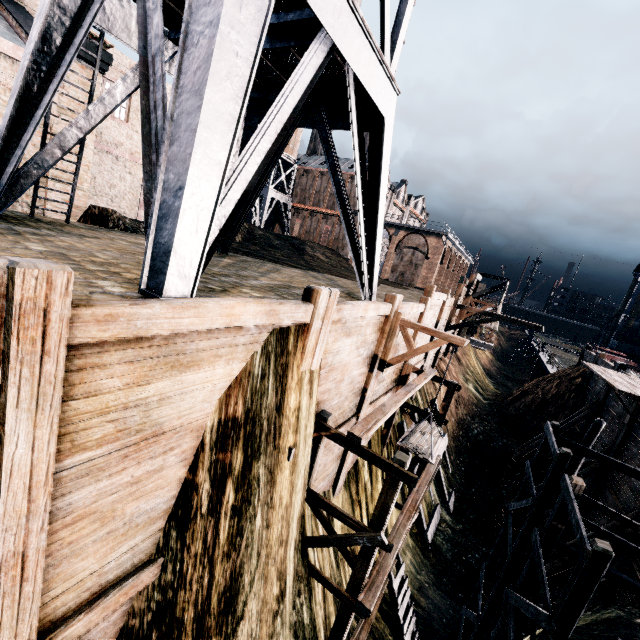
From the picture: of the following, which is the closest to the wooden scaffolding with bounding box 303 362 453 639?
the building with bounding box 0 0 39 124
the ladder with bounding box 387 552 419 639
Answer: the ladder with bounding box 387 552 419 639

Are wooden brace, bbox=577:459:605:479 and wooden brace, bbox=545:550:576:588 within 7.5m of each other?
yes

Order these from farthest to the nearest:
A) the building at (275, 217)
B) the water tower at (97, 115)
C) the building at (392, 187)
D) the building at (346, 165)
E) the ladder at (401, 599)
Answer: the building at (275, 217), the building at (392, 187), the building at (346, 165), the ladder at (401, 599), the water tower at (97, 115)

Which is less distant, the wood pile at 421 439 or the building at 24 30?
the wood pile at 421 439

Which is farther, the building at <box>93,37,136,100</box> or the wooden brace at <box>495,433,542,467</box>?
the wooden brace at <box>495,433,542,467</box>

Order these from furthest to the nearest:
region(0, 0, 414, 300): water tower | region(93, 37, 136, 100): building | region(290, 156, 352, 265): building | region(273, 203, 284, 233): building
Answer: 1. region(273, 203, 284, 233): building
2. region(290, 156, 352, 265): building
3. region(93, 37, 136, 100): building
4. region(0, 0, 414, 300): water tower

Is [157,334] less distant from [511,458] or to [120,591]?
[120,591]

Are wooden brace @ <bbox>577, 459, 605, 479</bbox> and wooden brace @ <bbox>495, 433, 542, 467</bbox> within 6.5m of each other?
yes
